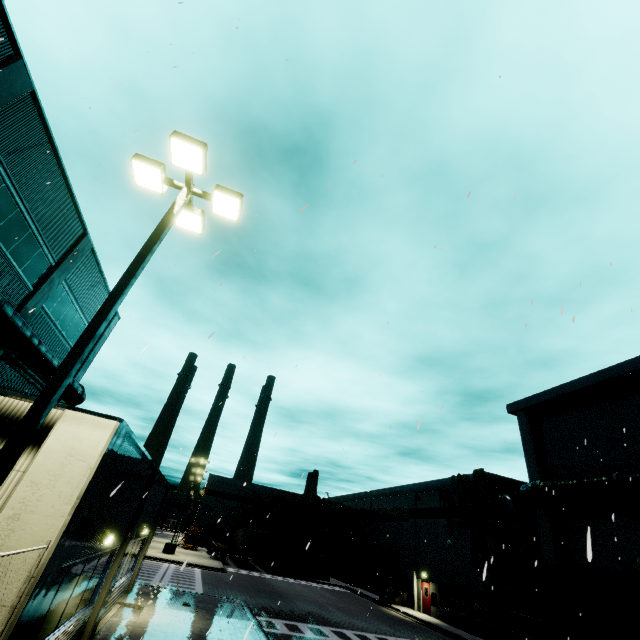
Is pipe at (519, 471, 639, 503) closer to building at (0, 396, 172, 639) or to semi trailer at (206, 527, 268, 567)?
building at (0, 396, 172, 639)

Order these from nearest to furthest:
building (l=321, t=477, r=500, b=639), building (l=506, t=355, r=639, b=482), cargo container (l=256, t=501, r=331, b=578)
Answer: building (l=506, t=355, r=639, b=482) < building (l=321, t=477, r=500, b=639) < cargo container (l=256, t=501, r=331, b=578)

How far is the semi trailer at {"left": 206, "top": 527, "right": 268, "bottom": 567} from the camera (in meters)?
39.72

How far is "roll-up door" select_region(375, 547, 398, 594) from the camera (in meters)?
35.47

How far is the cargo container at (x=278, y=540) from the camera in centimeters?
4027cm

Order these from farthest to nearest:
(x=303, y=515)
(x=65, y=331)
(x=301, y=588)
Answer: (x=303, y=515) < (x=301, y=588) < (x=65, y=331)

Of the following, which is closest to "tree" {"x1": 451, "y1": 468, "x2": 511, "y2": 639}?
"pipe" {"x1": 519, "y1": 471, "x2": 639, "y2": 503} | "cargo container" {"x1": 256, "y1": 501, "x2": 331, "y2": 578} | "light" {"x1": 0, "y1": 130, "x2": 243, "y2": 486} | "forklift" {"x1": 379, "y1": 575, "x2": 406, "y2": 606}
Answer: "pipe" {"x1": 519, "y1": 471, "x2": 639, "y2": 503}

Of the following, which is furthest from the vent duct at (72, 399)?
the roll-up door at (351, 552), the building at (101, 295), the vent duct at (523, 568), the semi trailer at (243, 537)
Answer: the vent duct at (523, 568)
